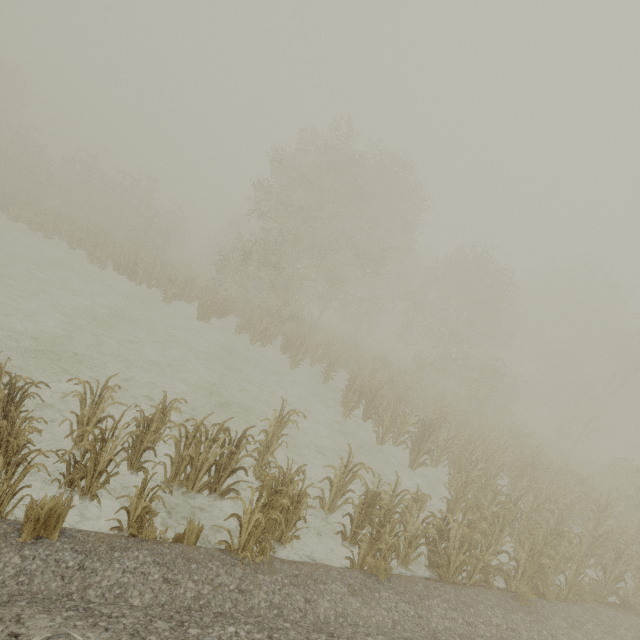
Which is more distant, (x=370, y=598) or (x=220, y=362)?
(x=220, y=362)
